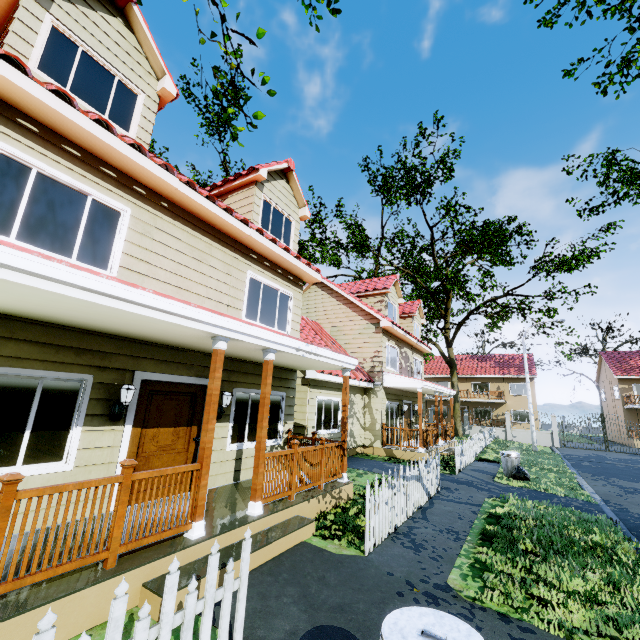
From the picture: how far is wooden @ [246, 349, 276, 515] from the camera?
5.4m

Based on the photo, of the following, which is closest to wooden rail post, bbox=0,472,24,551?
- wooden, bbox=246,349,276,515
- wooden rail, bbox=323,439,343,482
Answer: wooden, bbox=246,349,276,515

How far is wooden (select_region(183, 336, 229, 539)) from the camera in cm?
442

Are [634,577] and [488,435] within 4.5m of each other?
no

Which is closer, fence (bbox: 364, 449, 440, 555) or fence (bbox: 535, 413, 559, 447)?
fence (bbox: 364, 449, 440, 555)

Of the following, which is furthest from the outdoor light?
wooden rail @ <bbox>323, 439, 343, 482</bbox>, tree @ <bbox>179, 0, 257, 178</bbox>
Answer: tree @ <bbox>179, 0, 257, 178</bbox>

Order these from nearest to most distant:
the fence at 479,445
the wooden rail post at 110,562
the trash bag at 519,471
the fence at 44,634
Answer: the fence at 44,634 → the wooden rail post at 110,562 → the trash bag at 519,471 → the fence at 479,445

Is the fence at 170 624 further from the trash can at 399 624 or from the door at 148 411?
the door at 148 411
